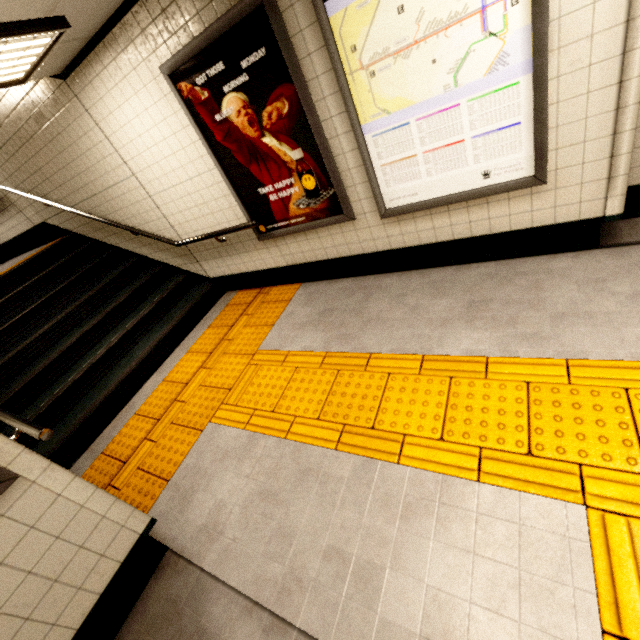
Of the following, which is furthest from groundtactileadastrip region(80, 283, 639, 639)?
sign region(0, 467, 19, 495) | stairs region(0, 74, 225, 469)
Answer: sign region(0, 467, 19, 495)

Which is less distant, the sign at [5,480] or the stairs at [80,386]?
the sign at [5,480]

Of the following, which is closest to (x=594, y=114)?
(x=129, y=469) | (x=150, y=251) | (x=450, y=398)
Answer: (x=450, y=398)

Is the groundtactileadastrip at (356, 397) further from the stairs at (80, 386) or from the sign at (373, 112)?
the sign at (373, 112)

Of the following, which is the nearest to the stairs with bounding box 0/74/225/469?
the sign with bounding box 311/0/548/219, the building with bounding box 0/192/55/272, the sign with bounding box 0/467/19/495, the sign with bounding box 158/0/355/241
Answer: the building with bounding box 0/192/55/272

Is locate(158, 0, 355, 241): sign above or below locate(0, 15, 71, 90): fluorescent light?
below

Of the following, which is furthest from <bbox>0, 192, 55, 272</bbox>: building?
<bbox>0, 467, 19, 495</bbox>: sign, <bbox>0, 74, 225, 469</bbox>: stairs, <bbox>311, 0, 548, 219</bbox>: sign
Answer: <bbox>311, 0, 548, 219</bbox>: sign

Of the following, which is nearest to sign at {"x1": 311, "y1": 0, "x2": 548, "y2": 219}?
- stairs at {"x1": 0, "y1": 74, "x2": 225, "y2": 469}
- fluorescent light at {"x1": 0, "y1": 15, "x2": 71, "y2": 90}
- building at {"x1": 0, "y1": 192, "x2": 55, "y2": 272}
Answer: fluorescent light at {"x1": 0, "y1": 15, "x2": 71, "y2": 90}
